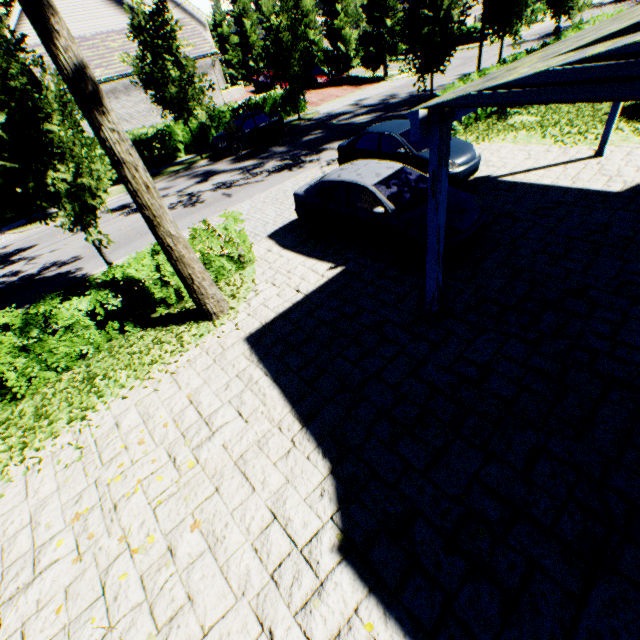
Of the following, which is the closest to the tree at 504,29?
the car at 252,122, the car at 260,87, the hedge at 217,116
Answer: the car at 252,122

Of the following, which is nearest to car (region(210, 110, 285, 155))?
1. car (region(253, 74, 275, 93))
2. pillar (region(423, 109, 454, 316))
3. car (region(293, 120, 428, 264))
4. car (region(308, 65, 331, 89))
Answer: car (region(253, 74, 275, 93))

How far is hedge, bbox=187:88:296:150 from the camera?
21.4 meters

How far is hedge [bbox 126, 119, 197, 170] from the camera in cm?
1983

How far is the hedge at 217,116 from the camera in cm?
2136

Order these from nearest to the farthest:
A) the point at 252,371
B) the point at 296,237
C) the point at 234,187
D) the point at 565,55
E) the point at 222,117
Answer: the point at 565,55 < the point at 252,371 < the point at 296,237 < the point at 234,187 < the point at 222,117

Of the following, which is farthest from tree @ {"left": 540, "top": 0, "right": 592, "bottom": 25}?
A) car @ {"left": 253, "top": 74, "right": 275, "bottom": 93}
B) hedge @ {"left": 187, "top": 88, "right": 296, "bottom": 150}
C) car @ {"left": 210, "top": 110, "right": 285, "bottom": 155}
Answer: car @ {"left": 253, "top": 74, "right": 275, "bottom": 93}

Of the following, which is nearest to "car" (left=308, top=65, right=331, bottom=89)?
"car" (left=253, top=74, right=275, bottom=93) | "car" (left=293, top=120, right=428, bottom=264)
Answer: "car" (left=253, top=74, right=275, bottom=93)
